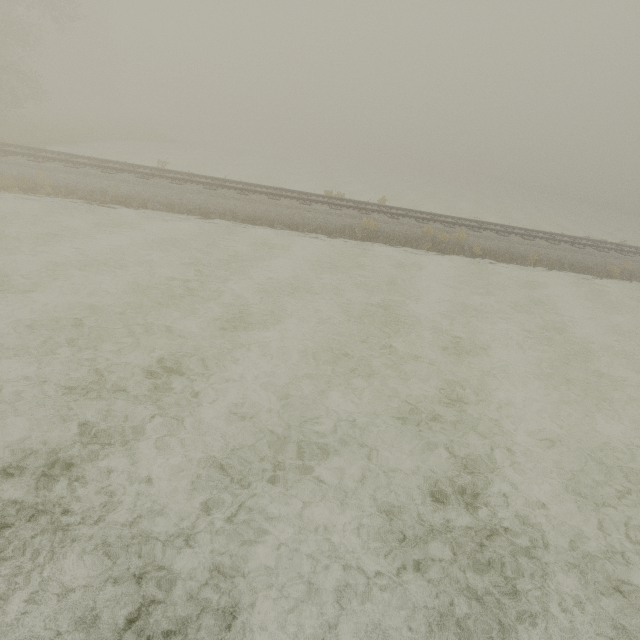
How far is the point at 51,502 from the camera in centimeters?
376cm
